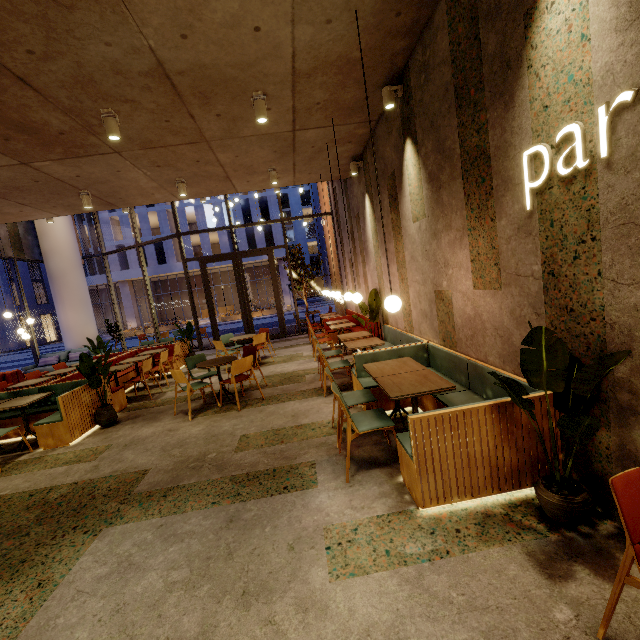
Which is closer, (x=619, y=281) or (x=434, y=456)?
(x=619, y=281)

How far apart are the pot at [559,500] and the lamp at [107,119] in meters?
6.0

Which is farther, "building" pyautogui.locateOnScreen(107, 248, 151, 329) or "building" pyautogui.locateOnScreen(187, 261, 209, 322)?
"building" pyautogui.locateOnScreen(187, 261, 209, 322)

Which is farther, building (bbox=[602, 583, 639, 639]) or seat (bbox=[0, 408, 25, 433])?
seat (bbox=[0, 408, 25, 433])

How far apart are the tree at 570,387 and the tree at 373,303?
4.8 meters

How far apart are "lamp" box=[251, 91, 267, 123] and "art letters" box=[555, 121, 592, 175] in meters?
3.4 m

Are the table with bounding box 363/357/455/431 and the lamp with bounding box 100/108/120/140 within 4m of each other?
no

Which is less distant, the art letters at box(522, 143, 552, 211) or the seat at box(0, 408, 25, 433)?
the art letters at box(522, 143, 552, 211)
